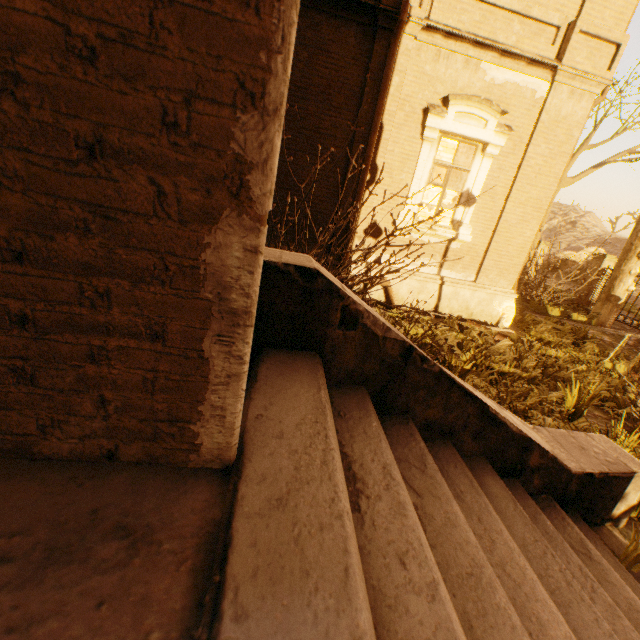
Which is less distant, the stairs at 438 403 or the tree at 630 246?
the stairs at 438 403

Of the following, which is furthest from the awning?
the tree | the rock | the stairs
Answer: the rock

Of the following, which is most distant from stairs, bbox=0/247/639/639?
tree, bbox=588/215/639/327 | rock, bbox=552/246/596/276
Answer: rock, bbox=552/246/596/276

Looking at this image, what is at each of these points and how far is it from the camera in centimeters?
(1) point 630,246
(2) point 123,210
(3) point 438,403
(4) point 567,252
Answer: (1) tree, 1150cm
(2) awning, 80cm
(3) stairs, 223cm
(4) rock, 2803cm

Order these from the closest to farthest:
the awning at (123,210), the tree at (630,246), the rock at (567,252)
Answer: the awning at (123,210) < the tree at (630,246) < the rock at (567,252)

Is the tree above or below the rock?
below

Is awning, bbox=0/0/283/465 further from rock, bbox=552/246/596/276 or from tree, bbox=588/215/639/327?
rock, bbox=552/246/596/276

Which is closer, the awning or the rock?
the awning
